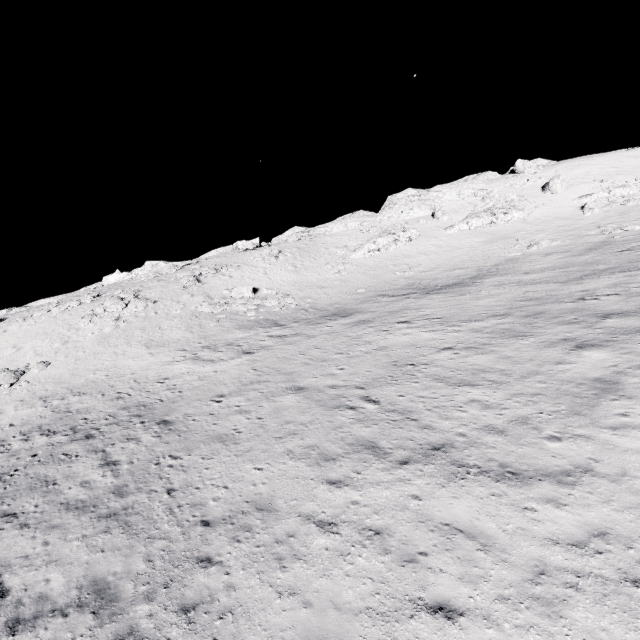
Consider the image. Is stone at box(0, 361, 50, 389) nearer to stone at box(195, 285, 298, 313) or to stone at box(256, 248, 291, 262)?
stone at box(195, 285, 298, 313)

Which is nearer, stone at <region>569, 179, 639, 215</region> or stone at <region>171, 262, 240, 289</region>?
stone at <region>171, 262, 240, 289</region>

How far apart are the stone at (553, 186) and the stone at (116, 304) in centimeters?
6008cm

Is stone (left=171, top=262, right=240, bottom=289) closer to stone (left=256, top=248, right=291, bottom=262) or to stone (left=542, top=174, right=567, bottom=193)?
stone (left=256, top=248, right=291, bottom=262)

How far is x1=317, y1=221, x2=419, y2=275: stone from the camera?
44.7m

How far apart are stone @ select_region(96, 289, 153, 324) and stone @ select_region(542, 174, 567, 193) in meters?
60.1

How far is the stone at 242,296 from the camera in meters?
33.9

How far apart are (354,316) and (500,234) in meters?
30.8 m
